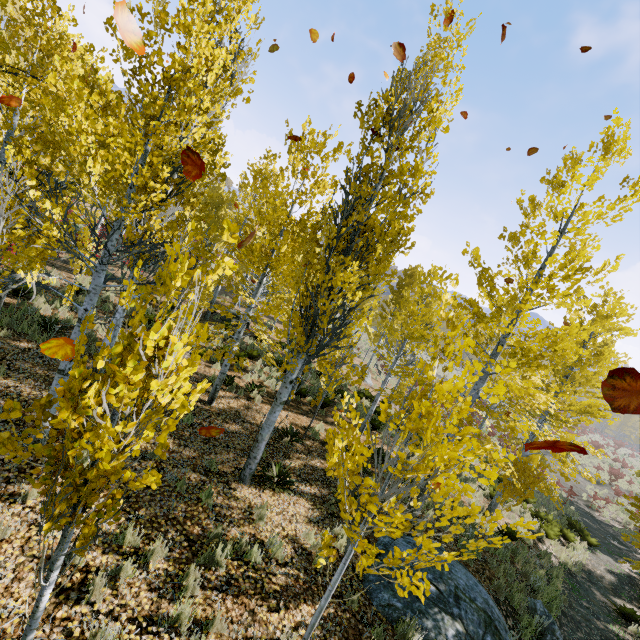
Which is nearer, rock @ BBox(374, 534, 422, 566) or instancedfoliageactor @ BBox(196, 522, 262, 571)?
instancedfoliageactor @ BBox(196, 522, 262, 571)

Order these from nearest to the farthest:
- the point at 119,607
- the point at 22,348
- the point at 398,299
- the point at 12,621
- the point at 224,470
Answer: the point at 12,621
the point at 119,607
the point at 224,470
the point at 22,348
the point at 398,299

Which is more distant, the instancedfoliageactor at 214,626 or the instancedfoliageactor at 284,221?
the instancedfoliageactor at 214,626

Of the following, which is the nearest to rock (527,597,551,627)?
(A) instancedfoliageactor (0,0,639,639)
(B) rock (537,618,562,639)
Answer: (A) instancedfoliageactor (0,0,639,639)

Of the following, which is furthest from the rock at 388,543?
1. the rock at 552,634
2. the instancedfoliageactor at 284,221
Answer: the rock at 552,634
